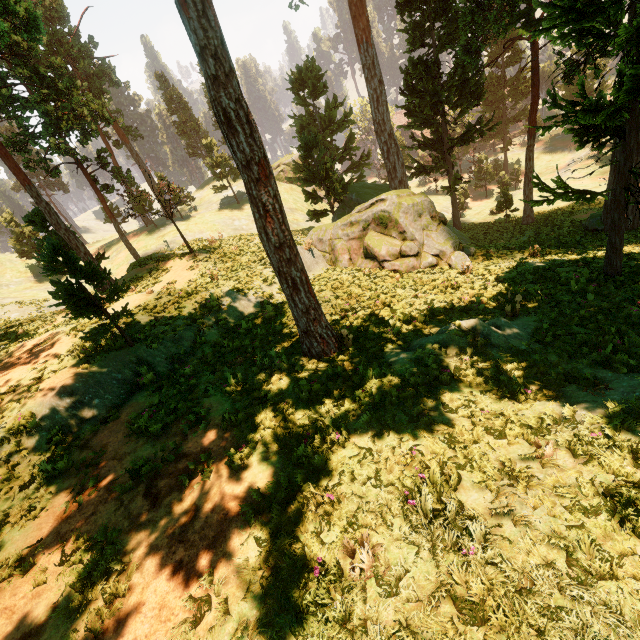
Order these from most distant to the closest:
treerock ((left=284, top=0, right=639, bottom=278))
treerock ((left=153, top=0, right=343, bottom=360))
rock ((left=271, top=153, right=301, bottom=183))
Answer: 1. rock ((left=271, top=153, right=301, bottom=183))
2. treerock ((left=284, top=0, right=639, bottom=278))
3. treerock ((left=153, top=0, right=343, bottom=360))

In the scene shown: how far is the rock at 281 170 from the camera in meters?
50.1 m

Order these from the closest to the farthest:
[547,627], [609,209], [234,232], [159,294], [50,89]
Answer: [547,627], [159,294], [609,209], [50,89], [234,232]

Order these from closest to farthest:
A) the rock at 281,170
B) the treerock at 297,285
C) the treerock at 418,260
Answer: the treerock at 297,285, the treerock at 418,260, the rock at 281,170

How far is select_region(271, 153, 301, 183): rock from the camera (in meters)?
50.12

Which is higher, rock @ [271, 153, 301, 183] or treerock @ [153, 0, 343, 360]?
treerock @ [153, 0, 343, 360]

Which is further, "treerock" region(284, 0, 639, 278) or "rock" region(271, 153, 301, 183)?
"rock" region(271, 153, 301, 183)
